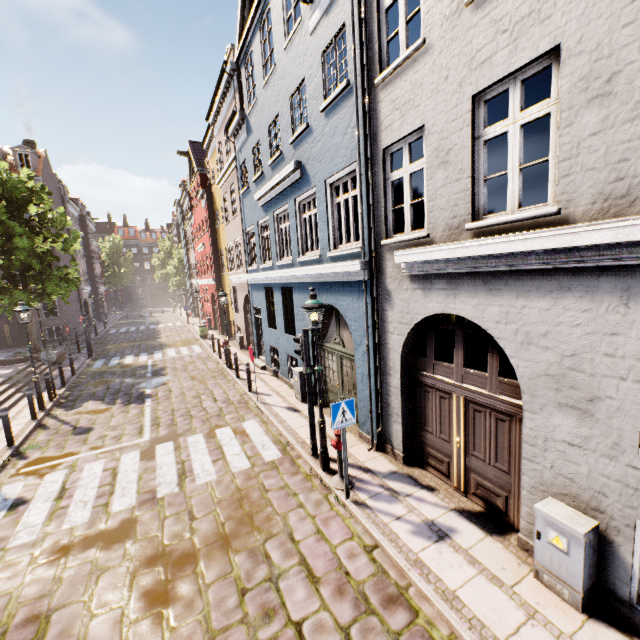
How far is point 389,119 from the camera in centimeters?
600cm

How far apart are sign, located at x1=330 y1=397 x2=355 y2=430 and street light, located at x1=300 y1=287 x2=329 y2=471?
1.0 meters

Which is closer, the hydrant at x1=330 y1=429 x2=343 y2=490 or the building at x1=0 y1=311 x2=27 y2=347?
the hydrant at x1=330 y1=429 x2=343 y2=490

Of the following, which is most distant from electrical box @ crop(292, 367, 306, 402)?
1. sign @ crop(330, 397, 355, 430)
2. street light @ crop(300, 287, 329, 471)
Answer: sign @ crop(330, 397, 355, 430)

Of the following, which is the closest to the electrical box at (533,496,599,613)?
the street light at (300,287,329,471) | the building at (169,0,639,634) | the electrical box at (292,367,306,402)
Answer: the building at (169,0,639,634)

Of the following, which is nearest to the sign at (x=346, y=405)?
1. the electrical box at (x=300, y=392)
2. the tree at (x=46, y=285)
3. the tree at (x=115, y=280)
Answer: the electrical box at (x=300, y=392)

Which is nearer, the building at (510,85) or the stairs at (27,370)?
the building at (510,85)

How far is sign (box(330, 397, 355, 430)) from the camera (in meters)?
5.57
